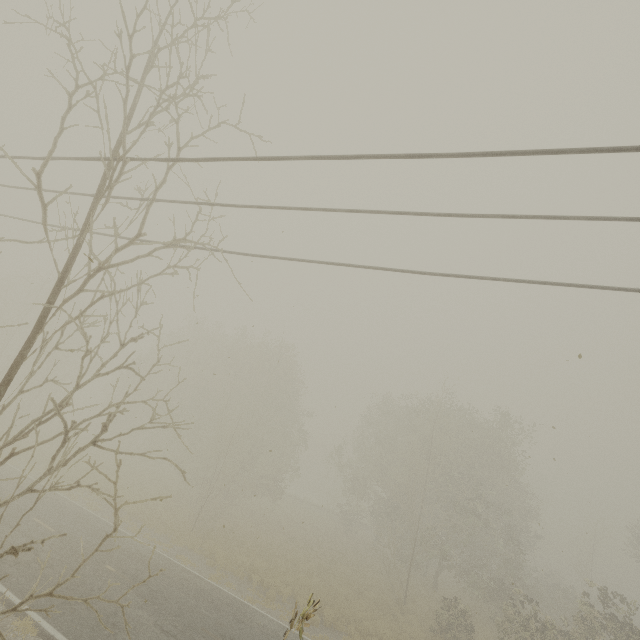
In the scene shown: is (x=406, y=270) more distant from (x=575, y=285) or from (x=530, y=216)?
(x=575, y=285)
